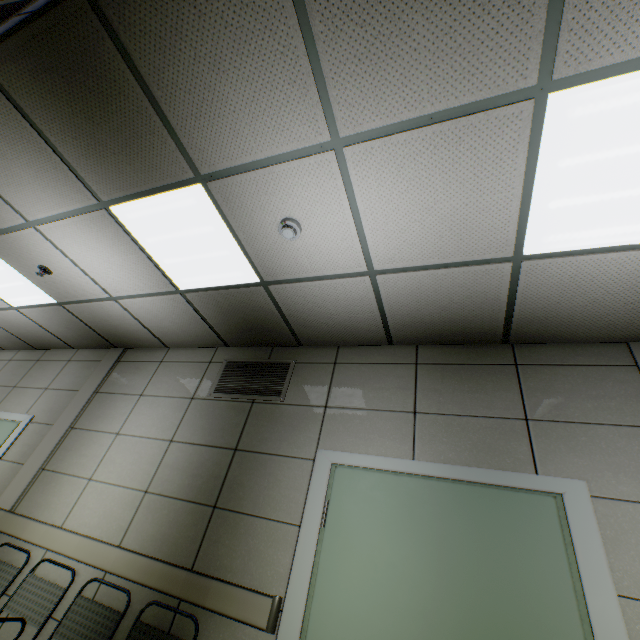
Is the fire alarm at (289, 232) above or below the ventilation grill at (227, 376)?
above

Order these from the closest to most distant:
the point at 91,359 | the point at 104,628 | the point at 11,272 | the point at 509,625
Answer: the point at 509,625 < the point at 104,628 < the point at 11,272 < the point at 91,359

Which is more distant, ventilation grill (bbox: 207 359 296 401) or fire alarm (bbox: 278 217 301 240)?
ventilation grill (bbox: 207 359 296 401)

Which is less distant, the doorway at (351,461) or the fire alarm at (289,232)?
the doorway at (351,461)

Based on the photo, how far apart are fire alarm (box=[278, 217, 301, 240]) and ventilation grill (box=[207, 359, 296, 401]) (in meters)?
1.58

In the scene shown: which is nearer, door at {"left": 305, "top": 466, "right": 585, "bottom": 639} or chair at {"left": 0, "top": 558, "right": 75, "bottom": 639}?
door at {"left": 305, "top": 466, "right": 585, "bottom": 639}

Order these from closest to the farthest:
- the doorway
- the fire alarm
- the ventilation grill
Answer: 1. the doorway
2. the fire alarm
3. the ventilation grill

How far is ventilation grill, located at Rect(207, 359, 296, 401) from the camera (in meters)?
3.34
